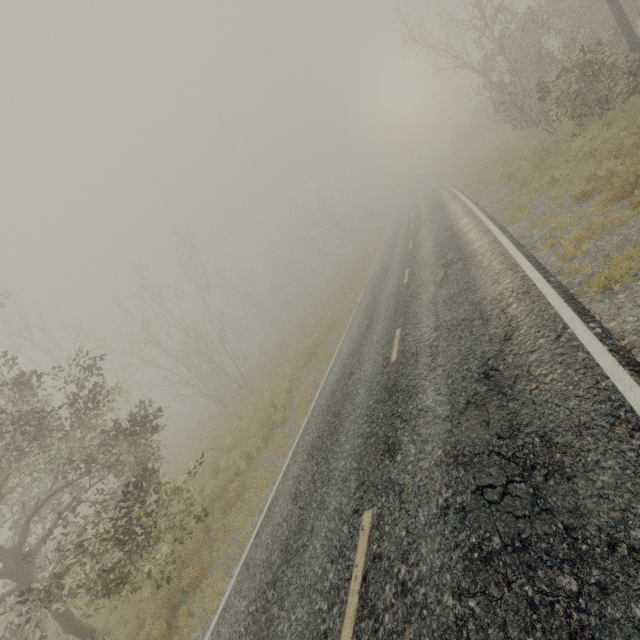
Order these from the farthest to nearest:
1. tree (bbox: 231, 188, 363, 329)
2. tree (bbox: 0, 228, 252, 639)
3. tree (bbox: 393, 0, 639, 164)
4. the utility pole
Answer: tree (bbox: 231, 188, 363, 329)
the utility pole
tree (bbox: 393, 0, 639, 164)
tree (bbox: 0, 228, 252, 639)

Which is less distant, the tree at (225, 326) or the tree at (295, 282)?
the tree at (225, 326)

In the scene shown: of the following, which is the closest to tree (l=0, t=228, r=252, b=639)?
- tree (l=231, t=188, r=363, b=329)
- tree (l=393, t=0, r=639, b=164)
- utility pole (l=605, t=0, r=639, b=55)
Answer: tree (l=393, t=0, r=639, b=164)

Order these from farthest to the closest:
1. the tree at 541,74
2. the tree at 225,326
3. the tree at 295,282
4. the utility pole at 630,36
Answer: the tree at 295,282, the utility pole at 630,36, the tree at 541,74, the tree at 225,326

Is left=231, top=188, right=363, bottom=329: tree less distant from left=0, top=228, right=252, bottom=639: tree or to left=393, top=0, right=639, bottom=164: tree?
left=393, top=0, right=639, bottom=164: tree

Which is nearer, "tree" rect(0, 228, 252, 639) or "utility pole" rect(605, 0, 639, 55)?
"tree" rect(0, 228, 252, 639)

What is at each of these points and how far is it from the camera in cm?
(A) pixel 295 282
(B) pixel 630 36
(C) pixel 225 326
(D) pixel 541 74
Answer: (A) tree, 4303
(B) utility pole, 1122
(C) tree, 2472
(D) tree, 1468

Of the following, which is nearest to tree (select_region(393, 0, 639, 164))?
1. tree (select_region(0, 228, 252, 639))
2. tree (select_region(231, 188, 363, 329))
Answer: tree (select_region(231, 188, 363, 329))
